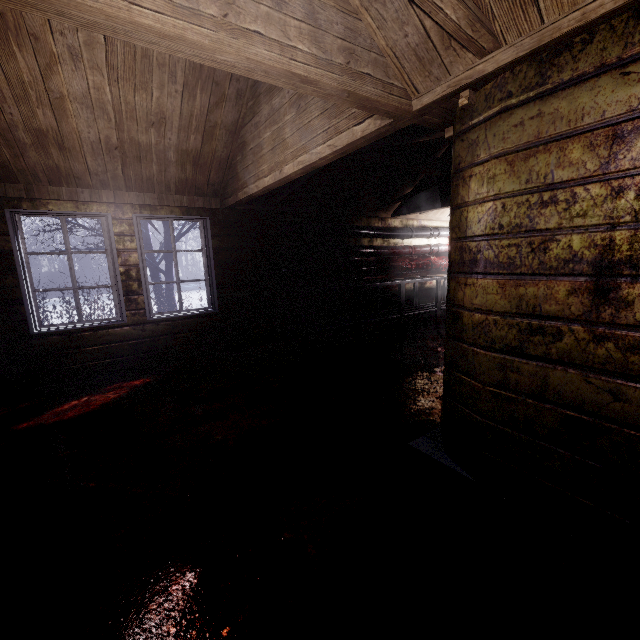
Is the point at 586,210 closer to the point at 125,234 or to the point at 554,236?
the point at 554,236

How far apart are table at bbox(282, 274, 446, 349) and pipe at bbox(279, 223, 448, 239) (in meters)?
0.75

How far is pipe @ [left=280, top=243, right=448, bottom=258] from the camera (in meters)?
4.95

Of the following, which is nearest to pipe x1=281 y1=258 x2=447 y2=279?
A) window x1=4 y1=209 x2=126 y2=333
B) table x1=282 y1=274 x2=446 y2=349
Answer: table x1=282 y1=274 x2=446 y2=349

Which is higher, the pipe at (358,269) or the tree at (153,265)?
the tree at (153,265)

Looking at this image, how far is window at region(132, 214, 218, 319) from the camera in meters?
3.9 m

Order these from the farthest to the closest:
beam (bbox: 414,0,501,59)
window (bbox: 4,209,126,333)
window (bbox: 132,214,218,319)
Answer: window (bbox: 132,214,218,319) < window (bbox: 4,209,126,333) < beam (bbox: 414,0,501,59)

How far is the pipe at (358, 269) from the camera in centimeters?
501cm
